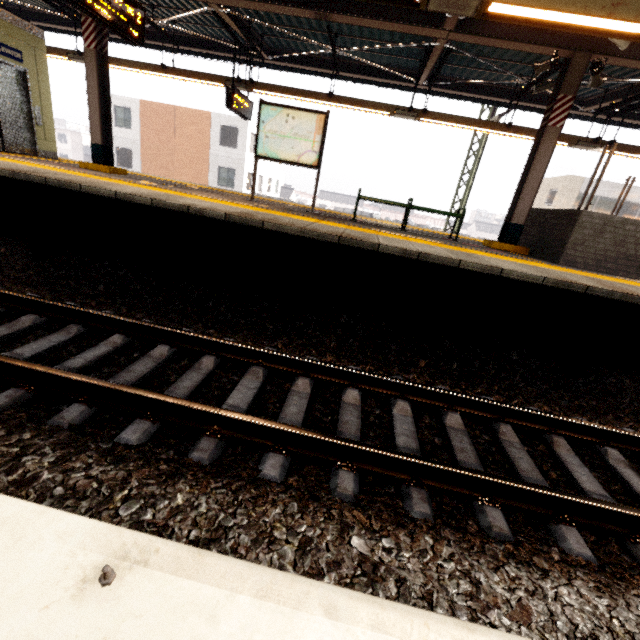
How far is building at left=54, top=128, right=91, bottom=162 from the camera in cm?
5119

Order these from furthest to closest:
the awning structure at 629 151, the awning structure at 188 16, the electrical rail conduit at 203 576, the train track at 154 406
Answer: the awning structure at 629 151, the awning structure at 188 16, the train track at 154 406, the electrical rail conduit at 203 576

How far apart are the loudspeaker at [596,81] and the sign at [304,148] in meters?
4.9 m

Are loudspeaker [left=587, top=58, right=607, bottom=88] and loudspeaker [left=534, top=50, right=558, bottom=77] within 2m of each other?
yes

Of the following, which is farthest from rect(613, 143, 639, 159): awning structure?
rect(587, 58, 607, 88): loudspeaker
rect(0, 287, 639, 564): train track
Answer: rect(0, 287, 639, 564): train track

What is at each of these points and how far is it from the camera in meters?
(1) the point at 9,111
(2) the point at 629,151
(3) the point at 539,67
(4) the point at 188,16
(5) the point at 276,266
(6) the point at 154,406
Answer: (1) elevator, 8.0
(2) awning structure, 8.4
(3) loudspeaker, 6.1
(4) awning structure, 9.0
(5) platform underside, 5.0
(6) train track, 2.4

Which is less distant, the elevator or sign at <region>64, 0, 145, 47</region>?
sign at <region>64, 0, 145, 47</region>

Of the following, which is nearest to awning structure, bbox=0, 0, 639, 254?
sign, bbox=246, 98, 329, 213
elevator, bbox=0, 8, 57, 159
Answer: elevator, bbox=0, 8, 57, 159
